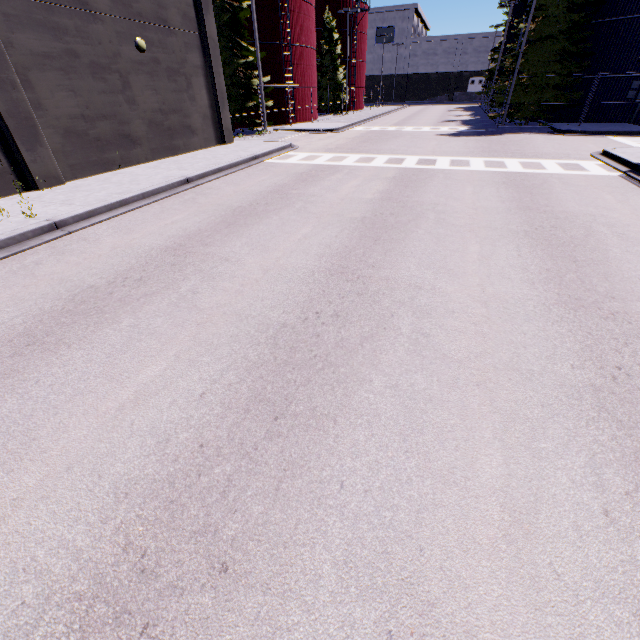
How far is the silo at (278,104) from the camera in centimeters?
2919cm

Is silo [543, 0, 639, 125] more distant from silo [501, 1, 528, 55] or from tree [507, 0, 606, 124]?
silo [501, 1, 528, 55]

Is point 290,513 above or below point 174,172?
below

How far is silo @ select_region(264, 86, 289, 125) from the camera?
29.19m

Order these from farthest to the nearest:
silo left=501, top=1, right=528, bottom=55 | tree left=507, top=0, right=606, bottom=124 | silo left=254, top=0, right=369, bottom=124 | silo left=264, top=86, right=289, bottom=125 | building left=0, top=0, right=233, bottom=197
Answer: silo left=501, top=1, right=528, bottom=55 < silo left=264, top=86, right=289, bottom=125 < silo left=254, top=0, right=369, bottom=124 < tree left=507, top=0, right=606, bottom=124 < building left=0, top=0, right=233, bottom=197

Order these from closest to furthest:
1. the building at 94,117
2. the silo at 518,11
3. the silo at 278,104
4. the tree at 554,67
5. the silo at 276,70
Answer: the building at 94,117, the tree at 554,67, the silo at 276,70, the silo at 278,104, the silo at 518,11

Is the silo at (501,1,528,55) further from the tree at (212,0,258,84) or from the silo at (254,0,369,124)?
the tree at (212,0,258,84)

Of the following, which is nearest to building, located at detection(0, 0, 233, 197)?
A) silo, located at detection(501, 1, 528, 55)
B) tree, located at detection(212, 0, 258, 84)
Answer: tree, located at detection(212, 0, 258, 84)
